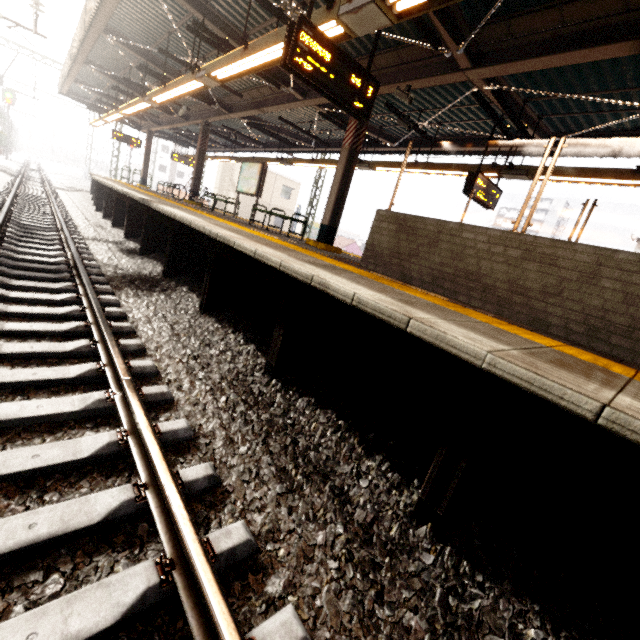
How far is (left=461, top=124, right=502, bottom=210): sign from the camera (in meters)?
7.31

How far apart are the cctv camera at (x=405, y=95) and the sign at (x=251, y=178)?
5.12m

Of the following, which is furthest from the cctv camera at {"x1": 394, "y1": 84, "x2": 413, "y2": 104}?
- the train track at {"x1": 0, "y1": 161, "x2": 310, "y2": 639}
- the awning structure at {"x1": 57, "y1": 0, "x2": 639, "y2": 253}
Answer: the train track at {"x1": 0, "y1": 161, "x2": 310, "y2": 639}

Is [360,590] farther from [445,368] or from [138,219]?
[138,219]

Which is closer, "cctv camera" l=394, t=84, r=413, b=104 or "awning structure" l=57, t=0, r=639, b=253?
"awning structure" l=57, t=0, r=639, b=253

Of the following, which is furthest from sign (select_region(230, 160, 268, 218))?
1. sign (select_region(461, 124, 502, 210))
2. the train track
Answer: sign (select_region(461, 124, 502, 210))

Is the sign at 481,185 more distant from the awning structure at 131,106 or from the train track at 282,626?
the train track at 282,626

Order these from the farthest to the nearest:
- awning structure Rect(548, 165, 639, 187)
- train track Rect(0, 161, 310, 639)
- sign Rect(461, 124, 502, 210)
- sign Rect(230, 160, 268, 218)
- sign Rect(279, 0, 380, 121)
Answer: sign Rect(230, 160, 268, 218)
sign Rect(461, 124, 502, 210)
awning structure Rect(548, 165, 639, 187)
sign Rect(279, 0, 380, 121)
train track Rect(0, 161, 310, 639)
